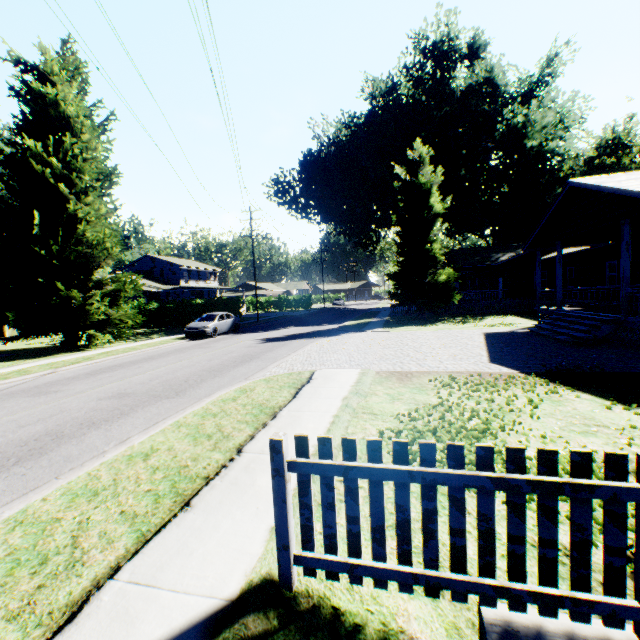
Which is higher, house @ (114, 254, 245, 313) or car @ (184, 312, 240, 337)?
house @ (114, 254, 245, 313)

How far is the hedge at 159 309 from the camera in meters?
33.5 m

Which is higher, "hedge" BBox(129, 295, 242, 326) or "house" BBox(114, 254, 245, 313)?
"house" BBox(114, 254, 245, 313)

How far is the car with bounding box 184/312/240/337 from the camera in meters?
21.0 m

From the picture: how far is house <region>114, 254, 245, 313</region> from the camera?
42.69m

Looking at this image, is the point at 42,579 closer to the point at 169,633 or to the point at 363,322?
the point at 169,633

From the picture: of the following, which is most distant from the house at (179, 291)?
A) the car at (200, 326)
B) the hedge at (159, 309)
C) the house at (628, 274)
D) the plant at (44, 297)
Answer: the house at (628, 274)

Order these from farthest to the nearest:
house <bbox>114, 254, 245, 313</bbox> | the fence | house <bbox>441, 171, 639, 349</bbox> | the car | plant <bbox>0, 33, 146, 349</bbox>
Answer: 1. house <bbox>114, 254, 245, 313</bbox>
2. the car
3. plant <bbox>0, 33, 146, 349</bbox>
4. house <bbox>441, 171, 639, 349</bbox>
5. the fence
